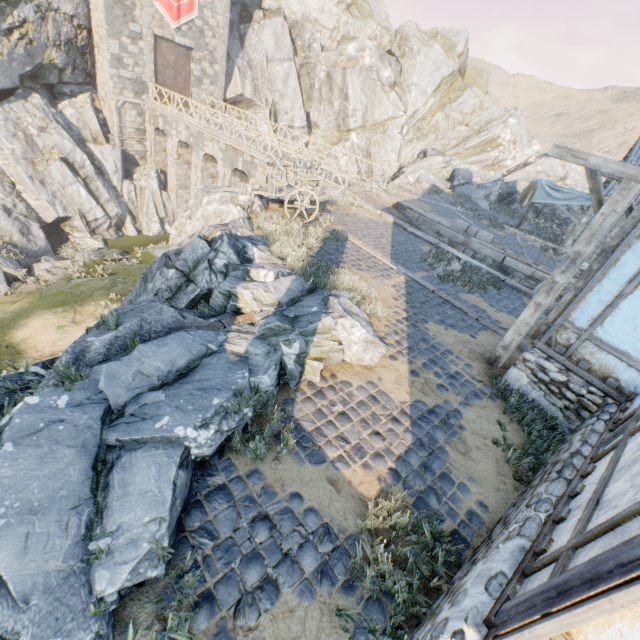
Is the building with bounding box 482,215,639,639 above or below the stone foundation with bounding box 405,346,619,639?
above

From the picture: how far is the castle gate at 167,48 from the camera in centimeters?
2262cm

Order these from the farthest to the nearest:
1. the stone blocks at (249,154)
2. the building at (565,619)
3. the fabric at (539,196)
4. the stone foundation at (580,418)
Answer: the stone blocks at (249,154) → the fabric at (539,196) → the stone foundation at (580,418) → the building at (565,619)

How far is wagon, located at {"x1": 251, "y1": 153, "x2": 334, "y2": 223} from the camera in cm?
1027

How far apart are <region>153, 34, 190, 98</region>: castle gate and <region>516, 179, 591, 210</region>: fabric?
25.32m

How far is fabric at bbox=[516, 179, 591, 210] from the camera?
16.43m

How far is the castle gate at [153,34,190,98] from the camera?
22.6 meters

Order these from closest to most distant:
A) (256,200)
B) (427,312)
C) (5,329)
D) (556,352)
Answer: (556,352), (427,312), (256,200), (5,329)
